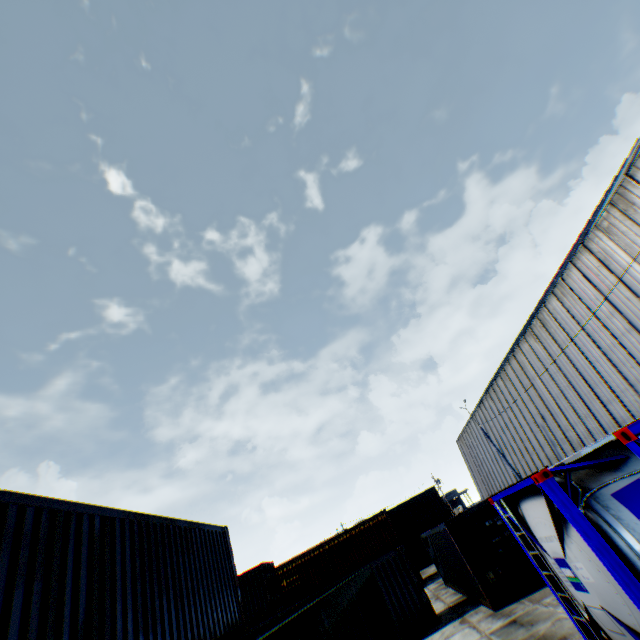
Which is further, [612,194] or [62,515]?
[612,194]

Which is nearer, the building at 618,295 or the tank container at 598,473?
the tank container at 598,473

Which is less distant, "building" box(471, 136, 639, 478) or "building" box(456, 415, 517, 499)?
"building" box(471, 136, 639, 478)

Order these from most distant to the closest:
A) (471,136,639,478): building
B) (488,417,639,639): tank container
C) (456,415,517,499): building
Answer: (456,415,517,499): building, (471,136,639,478): building, (488,417,639,639): tank container

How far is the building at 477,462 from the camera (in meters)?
37.69

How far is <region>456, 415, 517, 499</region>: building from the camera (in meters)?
37.69

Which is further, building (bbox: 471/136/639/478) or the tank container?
building (bbox: 471/136/639/478)
